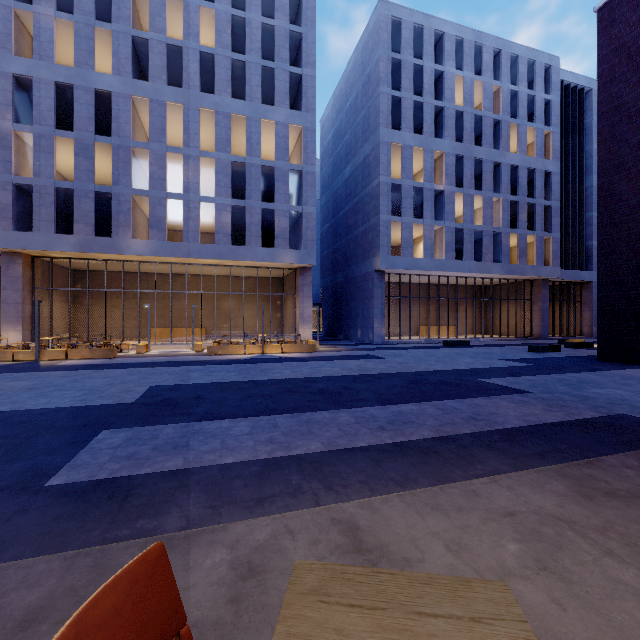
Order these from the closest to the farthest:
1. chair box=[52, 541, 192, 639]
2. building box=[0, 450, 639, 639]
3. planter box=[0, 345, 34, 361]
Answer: chair box=[52, 541, 192, 639]
building box=[0, 450, 639, 639]
planter box=[0, 345, 34, 361]

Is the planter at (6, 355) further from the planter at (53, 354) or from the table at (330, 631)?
the table at (330, 631)

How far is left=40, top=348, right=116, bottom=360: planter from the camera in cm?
1538

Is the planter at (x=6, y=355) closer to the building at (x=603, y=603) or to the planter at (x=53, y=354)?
the planter at (x=53, y=354)

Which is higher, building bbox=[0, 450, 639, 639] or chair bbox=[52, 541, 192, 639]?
chair bbox=[52, 541, 192, 639]

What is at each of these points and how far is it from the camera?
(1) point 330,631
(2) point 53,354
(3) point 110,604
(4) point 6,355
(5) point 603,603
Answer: (1) table, 0.8m
(2) planter, 15.5m
(3) chair, 0.8m
(4) planter, 14.9m
(5) building, 1.7m

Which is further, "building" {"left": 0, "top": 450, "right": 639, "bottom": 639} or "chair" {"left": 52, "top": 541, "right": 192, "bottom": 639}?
"building" {"left": 0, "top": 450, "right": 639, "bottom": 639}

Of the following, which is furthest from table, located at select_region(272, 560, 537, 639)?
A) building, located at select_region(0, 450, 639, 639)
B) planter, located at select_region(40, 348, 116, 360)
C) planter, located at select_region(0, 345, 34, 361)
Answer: planter, located at select_region(0, 345, 34, 361)
